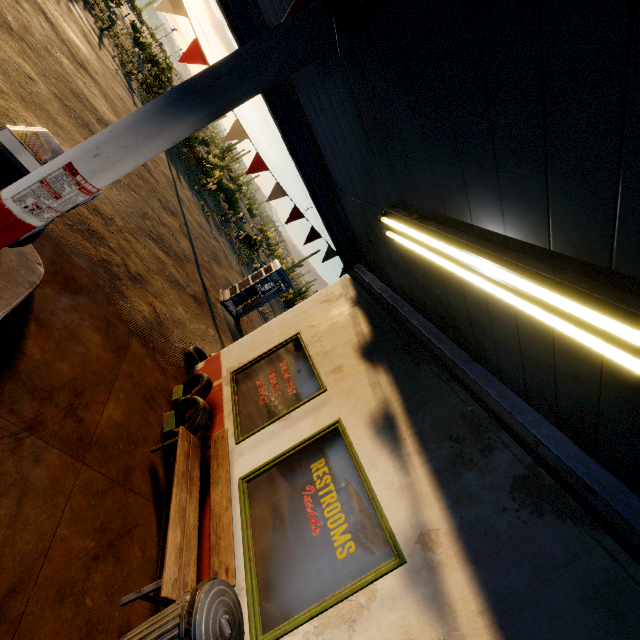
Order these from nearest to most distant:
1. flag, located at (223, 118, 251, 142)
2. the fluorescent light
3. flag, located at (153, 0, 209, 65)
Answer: the fluorescent light < flag, located at (153, 0, 209, 65) < flag, located at (223, 118, 251, 142)

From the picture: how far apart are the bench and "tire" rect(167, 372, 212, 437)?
0.12m

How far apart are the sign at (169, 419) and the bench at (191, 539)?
0.36m

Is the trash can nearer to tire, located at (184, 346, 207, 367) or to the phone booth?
tire, located at (184, 346, 207, 367)

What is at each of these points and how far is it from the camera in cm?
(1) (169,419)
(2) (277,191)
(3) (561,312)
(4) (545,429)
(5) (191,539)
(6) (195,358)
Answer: (1) sign, 504
(2) flag, 545
(3) fluorescent light, 183
(4) roof trim, 291
(5) bench, 359
(6) tire, 702

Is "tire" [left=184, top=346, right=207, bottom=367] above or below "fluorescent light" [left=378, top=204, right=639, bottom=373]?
below

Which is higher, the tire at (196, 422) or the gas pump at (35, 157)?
the gas pump at (35, 157)

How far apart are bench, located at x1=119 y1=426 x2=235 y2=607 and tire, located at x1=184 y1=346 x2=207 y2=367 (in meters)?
2.53
